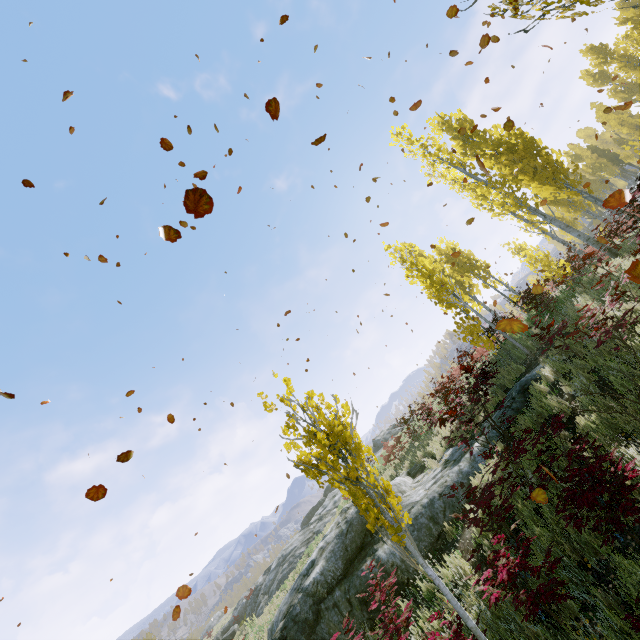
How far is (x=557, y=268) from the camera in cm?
1507

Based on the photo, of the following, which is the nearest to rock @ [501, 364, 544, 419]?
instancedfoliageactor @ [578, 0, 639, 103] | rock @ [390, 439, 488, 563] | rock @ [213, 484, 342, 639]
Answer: rock @ [390, 439, 488, 563]

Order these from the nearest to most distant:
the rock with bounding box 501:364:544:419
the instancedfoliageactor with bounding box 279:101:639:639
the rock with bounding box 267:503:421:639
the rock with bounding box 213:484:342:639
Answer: the instancedfoliageactor with bounding box 279:101:639:639 < the rock with bounding box 267:503:421:639 < the rock with bounding box 501:364:544:419 < the rock with bounding box 213:484:342:639

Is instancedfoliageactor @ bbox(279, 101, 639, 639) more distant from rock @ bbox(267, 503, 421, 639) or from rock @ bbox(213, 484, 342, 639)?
rock @ bbox(213, 484, 342, 639)

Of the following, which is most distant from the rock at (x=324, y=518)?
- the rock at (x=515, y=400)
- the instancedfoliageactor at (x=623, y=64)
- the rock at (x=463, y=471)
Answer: the rock at (x=515, y=400)

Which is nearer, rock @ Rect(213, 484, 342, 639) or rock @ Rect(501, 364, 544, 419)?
rock @ Rect(501, 364, 544, 419)

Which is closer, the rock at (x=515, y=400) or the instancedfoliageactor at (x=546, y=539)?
the instancedfoliageactor at (x=546, y=539)
